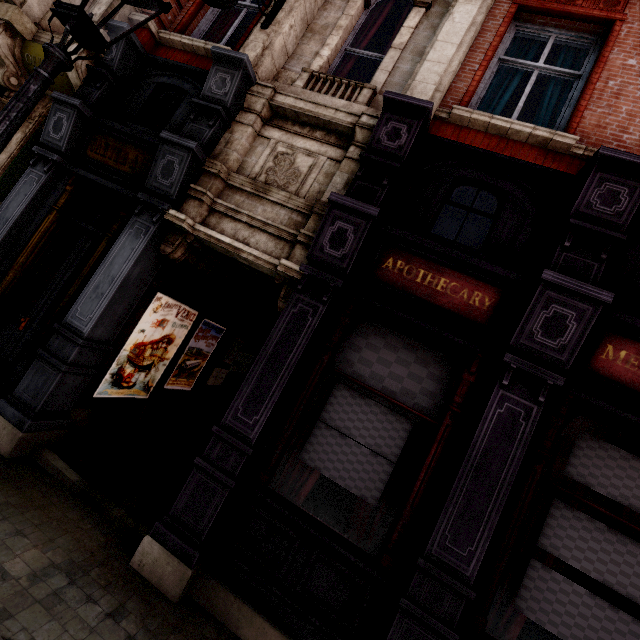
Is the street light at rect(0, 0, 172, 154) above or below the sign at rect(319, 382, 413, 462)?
above

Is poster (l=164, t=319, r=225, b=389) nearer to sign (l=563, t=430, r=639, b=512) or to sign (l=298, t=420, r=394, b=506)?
sign (l=298, t=420, r=394, b=506)

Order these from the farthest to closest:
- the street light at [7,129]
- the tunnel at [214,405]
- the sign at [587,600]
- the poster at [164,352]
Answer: the poster at [164,352] → the tunnel at [214,405] → the sign at [587,600] → the street light at [7,129]

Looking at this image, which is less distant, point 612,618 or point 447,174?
point 612,618

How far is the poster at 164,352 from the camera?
5.20m

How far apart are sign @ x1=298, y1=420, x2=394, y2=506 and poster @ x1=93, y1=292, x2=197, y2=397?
3.21m

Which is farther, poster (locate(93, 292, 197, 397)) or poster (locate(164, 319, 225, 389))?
poster (locate(164, 319, 225, 389))

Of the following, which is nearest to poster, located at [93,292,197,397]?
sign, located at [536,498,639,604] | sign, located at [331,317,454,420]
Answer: sign, located at [331,317,454,420]
